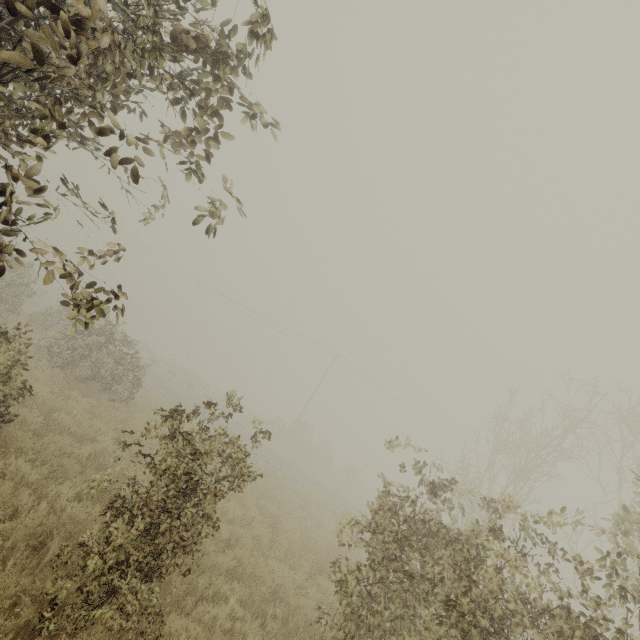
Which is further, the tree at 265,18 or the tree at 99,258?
the tree at 99,258

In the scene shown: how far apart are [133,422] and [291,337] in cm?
2830

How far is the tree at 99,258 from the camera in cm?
338

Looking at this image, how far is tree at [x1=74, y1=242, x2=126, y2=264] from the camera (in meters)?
3.38

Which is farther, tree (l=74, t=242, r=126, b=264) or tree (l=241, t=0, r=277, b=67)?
tree (l=74, t=242, r=126, b=264)

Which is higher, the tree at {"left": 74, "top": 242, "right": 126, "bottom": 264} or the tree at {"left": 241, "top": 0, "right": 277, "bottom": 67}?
the tree at {"left": 241, "top": 0, "right": 277, "bottom": 67}
